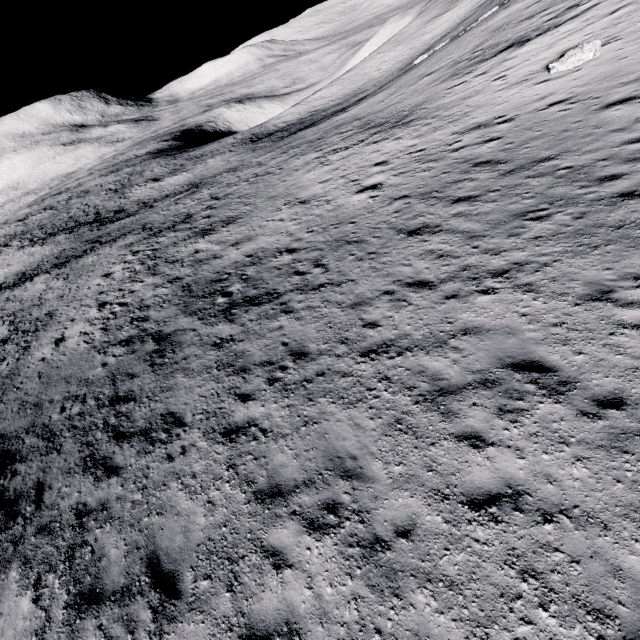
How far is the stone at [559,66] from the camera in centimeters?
1456cm

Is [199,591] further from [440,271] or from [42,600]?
[440,271]

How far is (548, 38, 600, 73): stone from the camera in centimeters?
1456cm
